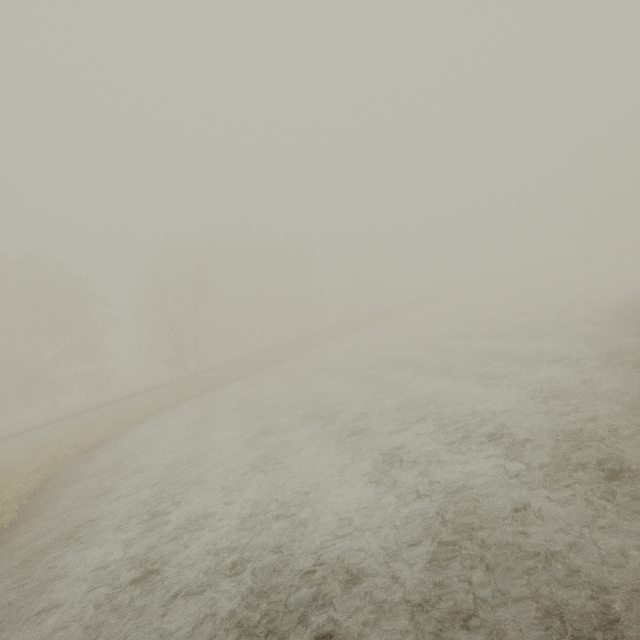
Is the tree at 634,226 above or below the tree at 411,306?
above

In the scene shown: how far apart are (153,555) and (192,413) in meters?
11.3 m

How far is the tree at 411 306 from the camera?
41.5 meters

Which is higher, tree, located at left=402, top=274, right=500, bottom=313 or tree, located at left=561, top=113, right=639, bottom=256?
tree, located at left=561, top=113, right=639, bottom=256

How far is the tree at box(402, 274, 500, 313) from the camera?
41.50m

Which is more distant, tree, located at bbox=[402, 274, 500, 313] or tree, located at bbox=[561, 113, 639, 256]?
tree, located at bbox=[402, 274, 500, 313]
